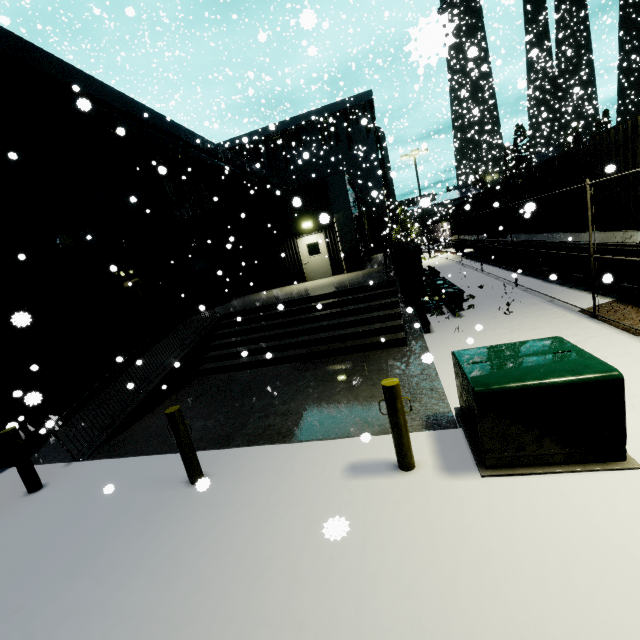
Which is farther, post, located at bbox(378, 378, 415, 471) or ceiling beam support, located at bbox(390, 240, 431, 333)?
ceiling beam support, located at bbox(390, 240, 431, 333)

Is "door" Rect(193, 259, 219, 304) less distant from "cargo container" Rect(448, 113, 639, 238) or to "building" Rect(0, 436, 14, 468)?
"building" Rect(0, 436, 14, 468)

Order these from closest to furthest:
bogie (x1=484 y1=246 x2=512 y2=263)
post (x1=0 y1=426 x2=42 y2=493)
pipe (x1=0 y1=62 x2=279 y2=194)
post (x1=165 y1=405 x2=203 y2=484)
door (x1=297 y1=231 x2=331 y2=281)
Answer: post (x1=165 y1=405 x2=203 y2=484)
post (x1=0 y1=426 x2=42 y2=493)
pipe (x1=0 y1=62 x2=279 y2=194)
bogie (x1=484 y1=246 x2=512 y2=263)
door (x1=297 y1=231 x2=331 y2=281)

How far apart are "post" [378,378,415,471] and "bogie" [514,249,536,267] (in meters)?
12.70

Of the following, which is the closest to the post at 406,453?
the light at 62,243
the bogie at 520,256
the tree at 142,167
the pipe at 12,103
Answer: the tree at 142,167

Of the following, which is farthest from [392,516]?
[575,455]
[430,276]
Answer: [430,276]

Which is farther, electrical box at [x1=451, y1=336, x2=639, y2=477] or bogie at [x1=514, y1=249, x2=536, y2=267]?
bogie at [x1=514, y1=249, x2=536, y2=267]

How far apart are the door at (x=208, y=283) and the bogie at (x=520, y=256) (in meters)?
15.10
